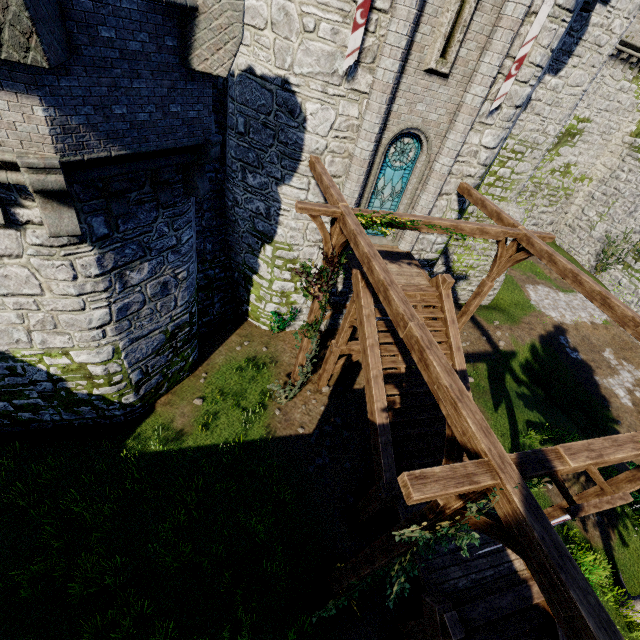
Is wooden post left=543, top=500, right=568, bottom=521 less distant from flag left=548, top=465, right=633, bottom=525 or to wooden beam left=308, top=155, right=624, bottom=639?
flag left=548, top=465, right=633, bottom=525

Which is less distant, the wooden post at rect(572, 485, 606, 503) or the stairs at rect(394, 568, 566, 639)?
the stairs at rect(394, 568, 566, 639)

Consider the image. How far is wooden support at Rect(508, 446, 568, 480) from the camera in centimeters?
355cm

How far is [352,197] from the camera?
10.6 meters

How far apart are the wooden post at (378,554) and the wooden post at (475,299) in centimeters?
799cm

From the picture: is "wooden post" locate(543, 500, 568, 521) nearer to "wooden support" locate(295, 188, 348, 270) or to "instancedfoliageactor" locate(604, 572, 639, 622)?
"instancedfoliageactor" locate(604, 572, 639, 622)

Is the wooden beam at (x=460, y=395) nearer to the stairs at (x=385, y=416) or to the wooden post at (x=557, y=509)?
the stairs at (x=385, y=416)

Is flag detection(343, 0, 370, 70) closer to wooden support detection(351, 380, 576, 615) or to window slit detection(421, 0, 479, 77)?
window slit detection(421, 0, 479, 77)
